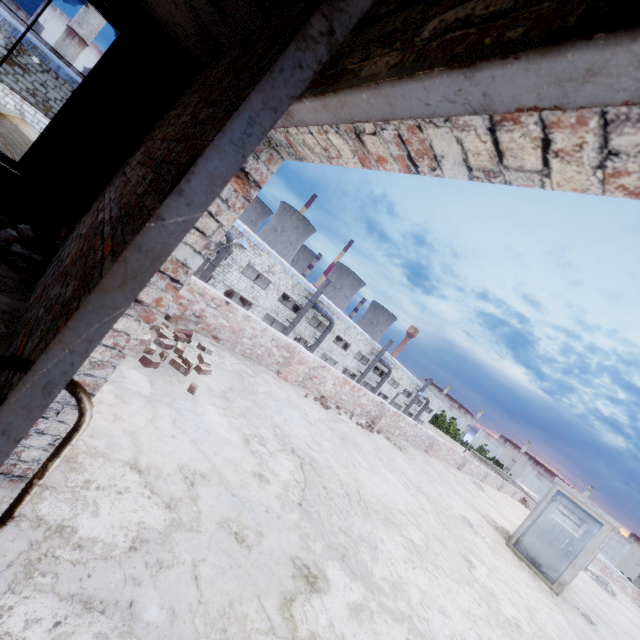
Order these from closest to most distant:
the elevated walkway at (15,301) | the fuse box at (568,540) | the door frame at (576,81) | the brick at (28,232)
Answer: the door frame at (576,81)
the elevated walkway at (15,301)
the brick at (28,232)
the fuse box at (568,540)

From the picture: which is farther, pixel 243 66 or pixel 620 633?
pixel 620 633

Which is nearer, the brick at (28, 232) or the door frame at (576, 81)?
the door frame at (576, 81)

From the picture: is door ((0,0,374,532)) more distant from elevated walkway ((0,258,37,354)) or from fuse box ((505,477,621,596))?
fuse box ((505,477,621,596))

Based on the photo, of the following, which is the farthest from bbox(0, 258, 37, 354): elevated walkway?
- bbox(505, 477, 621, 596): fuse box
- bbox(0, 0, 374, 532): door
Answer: bbox(505, 477, 621, 596): fuse box

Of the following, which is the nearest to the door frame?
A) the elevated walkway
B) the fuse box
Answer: the elevated walkway

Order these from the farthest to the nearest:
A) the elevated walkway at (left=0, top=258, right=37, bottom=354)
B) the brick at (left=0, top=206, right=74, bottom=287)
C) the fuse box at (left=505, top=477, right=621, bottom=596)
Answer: the fuse box at (left=505, top=477, right=621, bottom=596)
the brick at (left=0, top=206, right=74, bottom=287)
the elevated walkway at (left=0, top=258, right=37, bottom=354)
